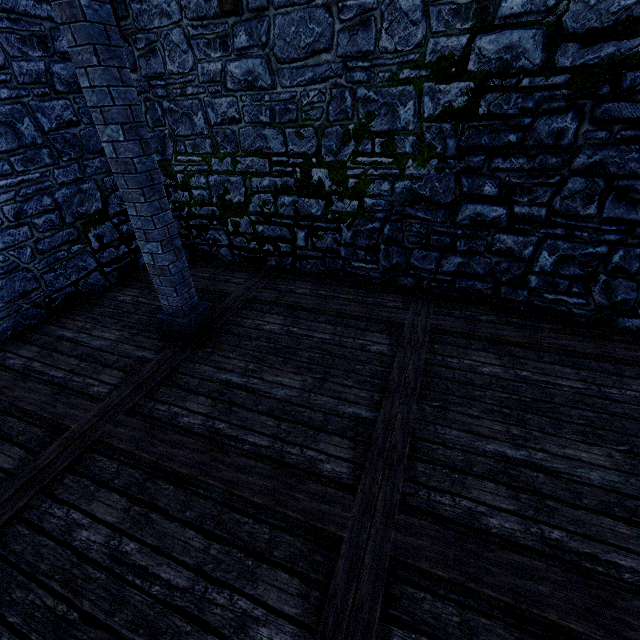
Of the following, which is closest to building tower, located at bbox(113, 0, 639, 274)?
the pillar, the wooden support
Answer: the wooden support

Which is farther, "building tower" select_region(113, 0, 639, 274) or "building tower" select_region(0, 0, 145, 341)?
"building tower" select_region(0, 0, 145, 341)

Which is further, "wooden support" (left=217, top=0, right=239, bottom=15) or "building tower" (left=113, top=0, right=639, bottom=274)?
"wooden support" (left=217, top=0, right=239, bottom=15)

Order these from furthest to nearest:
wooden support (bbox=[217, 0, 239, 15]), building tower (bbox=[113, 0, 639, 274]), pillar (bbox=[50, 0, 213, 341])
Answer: wooden support (bbox=[217, 0, 239, 15]), building tower (bbox=[113, 0, 639, 274]), pillar (bbox=[50, 0, 213, 341])

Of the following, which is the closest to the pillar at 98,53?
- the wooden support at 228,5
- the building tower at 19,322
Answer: the wooden support at 228,5

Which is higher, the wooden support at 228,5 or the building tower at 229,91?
the wooden support at 228,5

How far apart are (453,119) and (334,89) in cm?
172
